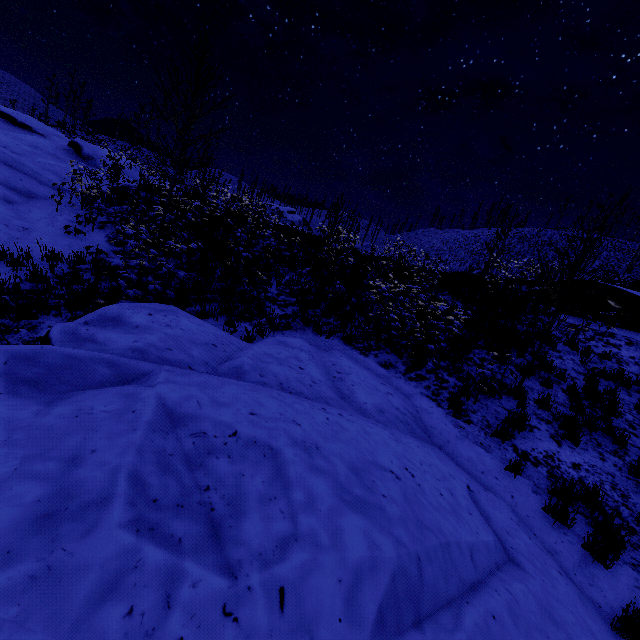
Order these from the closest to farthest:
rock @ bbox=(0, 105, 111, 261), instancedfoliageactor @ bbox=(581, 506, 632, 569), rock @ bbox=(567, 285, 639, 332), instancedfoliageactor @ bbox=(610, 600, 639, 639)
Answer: instancedfoliageactor @ bbox=(610, 600, 639, 639) < instancedfoliageactor @ bbox=(581, 506, 632, 569) < rock @ bbox=(0, 105, 111, 261) < rock @ bbox=(567, 285, 639, 332)

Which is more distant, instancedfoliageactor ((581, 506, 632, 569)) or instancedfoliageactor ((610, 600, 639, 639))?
instancedfoliageactor ((581, 506, 632, 569))

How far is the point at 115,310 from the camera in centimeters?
452cm

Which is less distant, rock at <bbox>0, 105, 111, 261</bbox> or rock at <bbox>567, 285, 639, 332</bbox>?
rock at <bbox>0, 105, 111, 261</bbox>

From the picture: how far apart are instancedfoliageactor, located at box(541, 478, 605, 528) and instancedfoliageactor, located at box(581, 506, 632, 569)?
0.4 meters

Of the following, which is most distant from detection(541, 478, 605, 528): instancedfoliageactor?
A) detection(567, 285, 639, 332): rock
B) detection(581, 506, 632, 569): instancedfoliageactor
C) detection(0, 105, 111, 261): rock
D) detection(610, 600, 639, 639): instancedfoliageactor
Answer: detection(0, 105, 111, 261): rock

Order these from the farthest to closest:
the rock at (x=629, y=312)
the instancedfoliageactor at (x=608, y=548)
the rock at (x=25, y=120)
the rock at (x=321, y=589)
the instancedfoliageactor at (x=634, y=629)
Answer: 1. the rock at (x=629, y=312)
2. the rock at (x=25, y=120)
3. the instancedfoliageactor at (x=608, y=548)
4. the instancedfoliageactor at (x=634, y=629)
5. the rock at (x=321, y=589)

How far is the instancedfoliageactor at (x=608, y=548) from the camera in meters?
4.0
